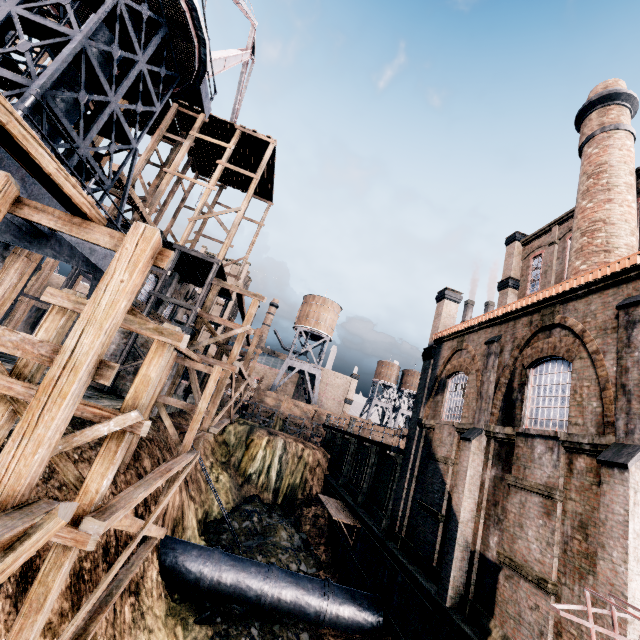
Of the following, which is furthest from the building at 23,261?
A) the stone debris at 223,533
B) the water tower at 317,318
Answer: the water tower at 317,318

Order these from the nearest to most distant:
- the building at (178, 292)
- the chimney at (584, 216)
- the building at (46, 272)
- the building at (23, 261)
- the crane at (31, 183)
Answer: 1. the crane at (31, 183)
2. the chimney at (584, 216)
3. the building at (23, 261)
4. the building at (178, 292)
5. the building at (46, 272)

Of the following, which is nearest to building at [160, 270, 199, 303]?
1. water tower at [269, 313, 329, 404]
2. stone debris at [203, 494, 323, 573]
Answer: stone debris at [203, 494, 323, 573]

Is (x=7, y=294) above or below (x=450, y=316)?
below

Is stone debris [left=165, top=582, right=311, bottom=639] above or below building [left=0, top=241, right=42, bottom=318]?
below

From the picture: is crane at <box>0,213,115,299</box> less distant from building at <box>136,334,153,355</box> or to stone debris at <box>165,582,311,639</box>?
building at <box>136,334,153,355</box>

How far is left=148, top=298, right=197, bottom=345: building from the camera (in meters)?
21.84
